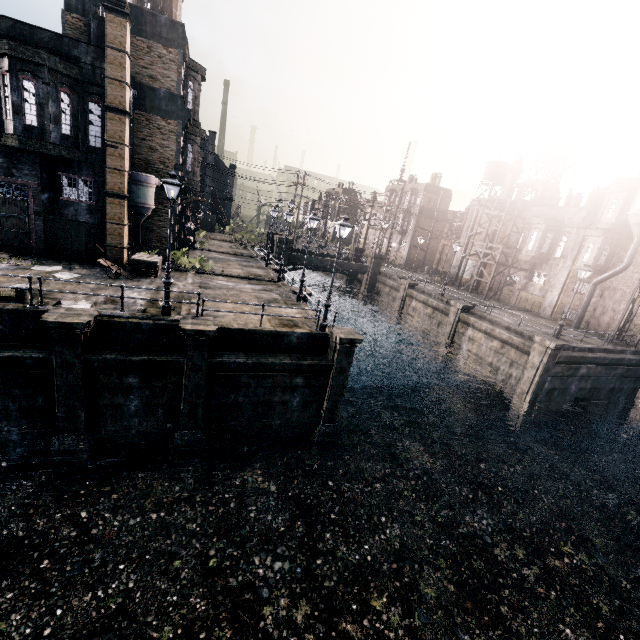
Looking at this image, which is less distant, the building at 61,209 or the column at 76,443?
the column at 76,443

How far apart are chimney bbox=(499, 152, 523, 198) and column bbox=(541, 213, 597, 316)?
9.4m

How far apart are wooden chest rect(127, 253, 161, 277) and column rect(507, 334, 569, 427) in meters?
25.7

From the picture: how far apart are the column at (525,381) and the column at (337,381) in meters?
14.0

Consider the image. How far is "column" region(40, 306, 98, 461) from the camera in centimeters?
1185cm

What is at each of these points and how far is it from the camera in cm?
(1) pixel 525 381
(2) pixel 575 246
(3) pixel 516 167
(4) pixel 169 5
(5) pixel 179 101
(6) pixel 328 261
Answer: (1) column, 2306
(2) column, 3253
(3) chimney, 3928
(4) water tower, 2806
(5) building, 2320
(6) column, 4081

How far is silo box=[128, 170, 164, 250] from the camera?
20.6m

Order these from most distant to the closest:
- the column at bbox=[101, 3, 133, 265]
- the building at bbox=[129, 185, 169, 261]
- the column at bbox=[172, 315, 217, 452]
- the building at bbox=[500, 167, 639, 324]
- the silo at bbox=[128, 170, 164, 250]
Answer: the building at bbox=[500, 167, 639, 324] → the building at bbox=[129, 185, 169, 261] → the silo at bbox=[128, 170, 164, 250] → the column at bbox=[101, 3, 133, 265] → the column at bbox=[172, 315, 217, 452]
